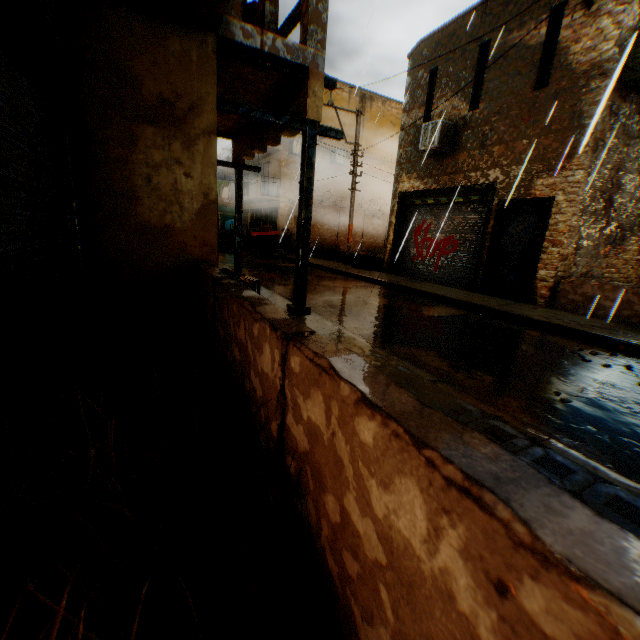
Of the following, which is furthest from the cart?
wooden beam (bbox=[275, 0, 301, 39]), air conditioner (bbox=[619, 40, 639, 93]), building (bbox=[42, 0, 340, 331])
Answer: wooden beam (bbox=[275, 0, 301, 39])

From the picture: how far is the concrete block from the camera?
17.5m

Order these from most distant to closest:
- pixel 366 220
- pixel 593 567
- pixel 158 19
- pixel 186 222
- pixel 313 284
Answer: pixel 366 220 → pixel 313 284 → pixel 186 222 → pixel 158 19 → pixel 593 567

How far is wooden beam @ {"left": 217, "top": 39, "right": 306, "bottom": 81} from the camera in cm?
436

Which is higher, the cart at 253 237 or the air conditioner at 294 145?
the air conditioner at 294 145

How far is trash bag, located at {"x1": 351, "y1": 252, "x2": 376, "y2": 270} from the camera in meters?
14.6 m

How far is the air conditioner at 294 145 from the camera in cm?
1992

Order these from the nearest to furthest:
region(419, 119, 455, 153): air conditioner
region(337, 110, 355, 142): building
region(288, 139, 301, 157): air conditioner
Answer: region(419, 119, 455, 153): air conditioner → region(288, 139, 301, 157): air conditioner → region(337, 110, 355, 142): building
